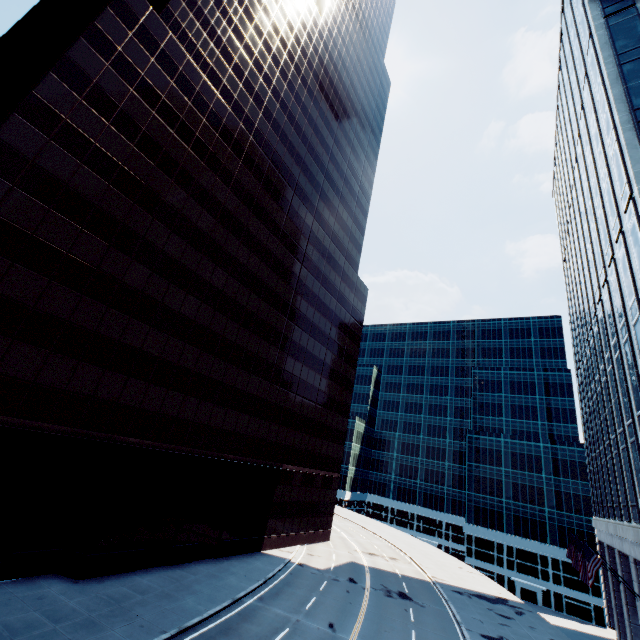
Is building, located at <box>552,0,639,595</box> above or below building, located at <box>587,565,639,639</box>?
above

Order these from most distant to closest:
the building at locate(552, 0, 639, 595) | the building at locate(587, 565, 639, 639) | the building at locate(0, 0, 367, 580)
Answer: the building at locate(587, 565, 639, 639) < the building at locate(552, 0, 639, 595) < the building at locate(0, 0, 367, 580)

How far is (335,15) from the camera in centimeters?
5491cm

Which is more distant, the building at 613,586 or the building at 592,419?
the building at 613,586

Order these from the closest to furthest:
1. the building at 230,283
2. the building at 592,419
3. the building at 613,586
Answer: the building at 230,283 → the building at 592,419 → the building at 613,586

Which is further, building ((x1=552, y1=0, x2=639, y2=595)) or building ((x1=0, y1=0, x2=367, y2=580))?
building ((x1=552, y1=0, x2=639, y2=595))

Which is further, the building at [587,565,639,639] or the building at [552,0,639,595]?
the building at [587,565,639,639]
